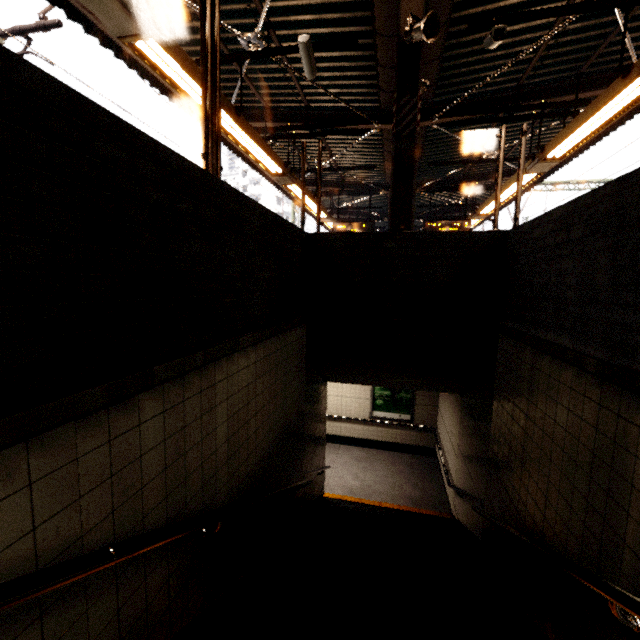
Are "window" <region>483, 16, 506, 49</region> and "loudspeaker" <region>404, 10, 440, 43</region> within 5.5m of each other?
yes

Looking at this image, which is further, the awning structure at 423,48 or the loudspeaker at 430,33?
the awning structure at 423,48

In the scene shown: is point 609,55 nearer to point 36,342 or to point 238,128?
point 238,128

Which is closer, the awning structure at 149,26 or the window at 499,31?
the awning structure at 149,26

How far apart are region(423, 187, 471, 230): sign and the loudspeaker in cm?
735

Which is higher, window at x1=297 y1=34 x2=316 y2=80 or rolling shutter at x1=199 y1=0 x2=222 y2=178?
window at x1=297 y1=34 x2=316 y2=80

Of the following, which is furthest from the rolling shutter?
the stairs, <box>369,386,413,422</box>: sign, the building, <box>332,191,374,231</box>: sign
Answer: <box>332,191,374,231</box>: sign

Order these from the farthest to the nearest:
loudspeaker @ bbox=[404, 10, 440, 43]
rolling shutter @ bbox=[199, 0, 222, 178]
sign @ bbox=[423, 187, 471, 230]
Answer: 1. sign @ bbox=[423, 187, 471, 230]
2. loudspeaker @ bbox=[404, 10, 440, 43]
3. rolling shutter @ bbox=[199, 0, 222, 178]
